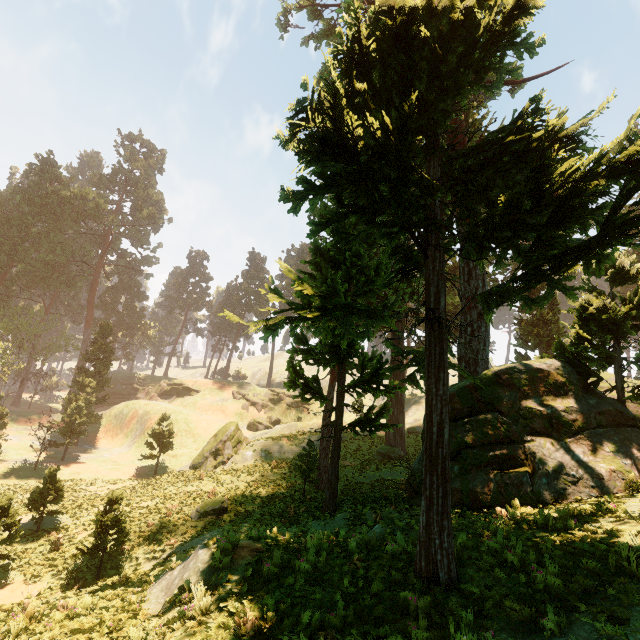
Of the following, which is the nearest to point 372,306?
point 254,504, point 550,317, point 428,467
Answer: point 428,467

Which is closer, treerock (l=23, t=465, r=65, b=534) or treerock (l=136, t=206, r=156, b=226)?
treerock (l=23, t=465, r=65, b=534)

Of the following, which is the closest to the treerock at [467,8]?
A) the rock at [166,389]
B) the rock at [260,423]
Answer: the rock at [166,389]

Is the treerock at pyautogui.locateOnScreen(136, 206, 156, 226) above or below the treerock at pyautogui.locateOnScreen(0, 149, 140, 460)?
above

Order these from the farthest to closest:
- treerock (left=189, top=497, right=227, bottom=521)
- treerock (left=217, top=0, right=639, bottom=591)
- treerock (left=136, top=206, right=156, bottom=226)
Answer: treerock (left=136, top=206, right=156, bottom=226)
treerock (left=189, top=497, right=227, bottom=521)
treerock (left=217, top=0, right=639, bottom=591)

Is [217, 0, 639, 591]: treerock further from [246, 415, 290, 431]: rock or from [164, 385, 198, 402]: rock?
[246, 415, 290, 431]: rock
